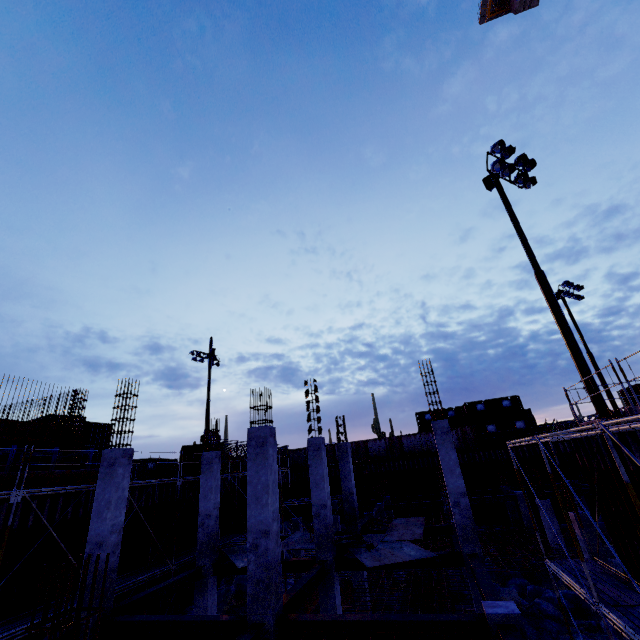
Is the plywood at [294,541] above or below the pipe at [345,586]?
above

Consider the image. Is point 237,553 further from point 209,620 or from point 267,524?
point 267,524

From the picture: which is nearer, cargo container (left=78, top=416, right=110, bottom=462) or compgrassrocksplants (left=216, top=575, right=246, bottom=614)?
compgrassrocksplants (left=216, top=575, right=246, bottom=614)

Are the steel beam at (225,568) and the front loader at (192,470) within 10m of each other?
no

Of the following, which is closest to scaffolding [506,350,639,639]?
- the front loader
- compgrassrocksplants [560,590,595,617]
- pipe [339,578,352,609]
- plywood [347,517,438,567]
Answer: plywood [347,517,438,567]

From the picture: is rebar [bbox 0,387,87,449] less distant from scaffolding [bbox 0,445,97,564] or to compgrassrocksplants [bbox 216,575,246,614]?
scaffolding [bbox 0,445,97,564]

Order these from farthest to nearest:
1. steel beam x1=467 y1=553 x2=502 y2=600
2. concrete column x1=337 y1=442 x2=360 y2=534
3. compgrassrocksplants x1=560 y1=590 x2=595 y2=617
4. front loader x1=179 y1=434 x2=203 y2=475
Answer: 1. front loader x1=179 y1=434 x2=203 y2=475
2. concrete column x1=337 y1=442 x2=360 y2=534
3. compgrassrocksplants x1=560 y1=590 x2=595 y2=617
4. steel beam x1=467 y1=553 x2=502 y2=600

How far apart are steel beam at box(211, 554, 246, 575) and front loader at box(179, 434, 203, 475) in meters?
16.3 m
